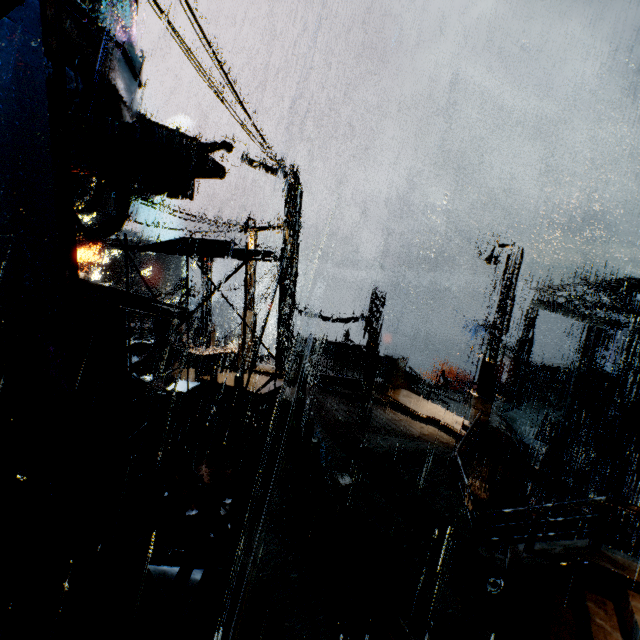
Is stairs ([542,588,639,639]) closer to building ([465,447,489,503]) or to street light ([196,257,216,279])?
building ([465,447,489,503])

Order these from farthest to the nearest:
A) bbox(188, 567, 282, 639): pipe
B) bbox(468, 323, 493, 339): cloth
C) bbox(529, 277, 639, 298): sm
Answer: bbox(468, 323, 493, 339): cloth < bbox(529, 277, 639, 298): sm < bbox(188, 567, 282, 639): pipe

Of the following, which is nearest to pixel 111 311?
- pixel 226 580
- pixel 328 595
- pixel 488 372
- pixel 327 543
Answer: pixel 226 580

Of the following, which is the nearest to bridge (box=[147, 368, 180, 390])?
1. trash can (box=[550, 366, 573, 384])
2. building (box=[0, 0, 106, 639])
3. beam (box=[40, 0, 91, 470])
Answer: building (box=[0, 0, 106, 639])

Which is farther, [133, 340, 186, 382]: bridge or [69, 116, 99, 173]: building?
[133, 340, 186, 382]: bridge

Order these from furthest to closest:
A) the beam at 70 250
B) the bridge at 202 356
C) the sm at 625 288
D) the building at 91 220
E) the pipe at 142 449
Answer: the building at 91 220, the sm at 625 288, the bridge at 202 356, the pipe at 142 449, the beam at 70 250

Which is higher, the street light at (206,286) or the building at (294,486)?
the street light at (206,286)

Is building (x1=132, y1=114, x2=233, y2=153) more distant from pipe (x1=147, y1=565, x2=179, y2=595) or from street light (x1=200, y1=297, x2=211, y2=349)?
street light (x1=200, y1=297, x2=211, y2=349)
